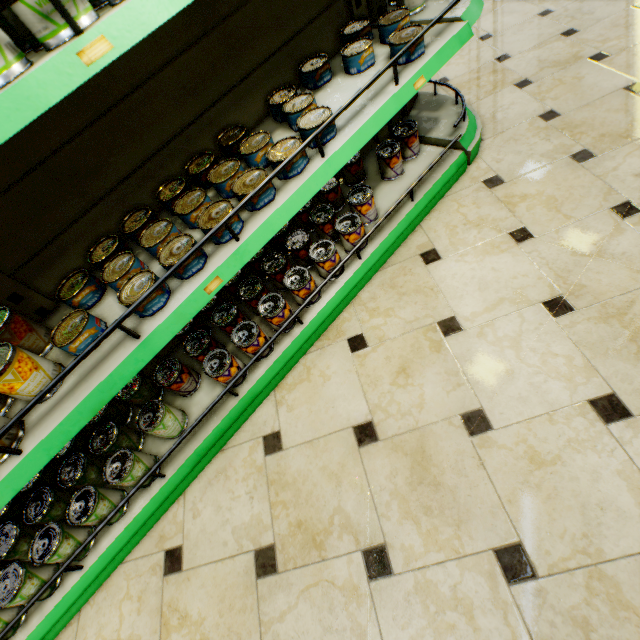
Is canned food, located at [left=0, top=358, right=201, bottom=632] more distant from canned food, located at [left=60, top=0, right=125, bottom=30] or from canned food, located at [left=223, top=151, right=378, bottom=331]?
canned food, located at [left=60, top=0, right=125, bottom=30]

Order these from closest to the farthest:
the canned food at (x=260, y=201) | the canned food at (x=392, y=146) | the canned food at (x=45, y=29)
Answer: the canned food at (x=45, y=29) → the canned food at (x=260, y=201) → the canned food at (x=392, y=146)

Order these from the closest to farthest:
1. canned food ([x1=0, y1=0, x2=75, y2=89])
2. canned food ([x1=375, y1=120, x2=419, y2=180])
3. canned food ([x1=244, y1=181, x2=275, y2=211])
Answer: canned food ([x1=0, y1=0, x2=75, y2=89]), canned food ([x1=244, y1=181, x2=275, y2=211]), canned food ([x1=375, y1=120, x2=419, y2=180])

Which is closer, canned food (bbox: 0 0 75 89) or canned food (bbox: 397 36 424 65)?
canned food (bbox: 0 0 75 89)

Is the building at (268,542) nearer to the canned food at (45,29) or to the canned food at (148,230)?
→ the canned food at (148,230)

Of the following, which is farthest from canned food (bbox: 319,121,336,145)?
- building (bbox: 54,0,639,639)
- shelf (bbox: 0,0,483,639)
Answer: building (bbox: 54,0,639,639)

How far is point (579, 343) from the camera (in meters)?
1.27

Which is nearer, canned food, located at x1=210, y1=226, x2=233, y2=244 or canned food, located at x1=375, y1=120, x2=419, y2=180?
canned food, located at x1=210, y1=226, x2=233, y2=244
